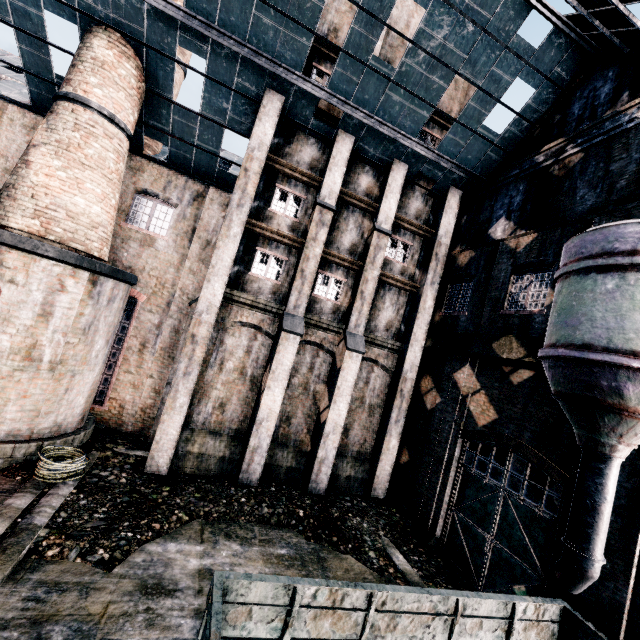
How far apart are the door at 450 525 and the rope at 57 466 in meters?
14.0 m

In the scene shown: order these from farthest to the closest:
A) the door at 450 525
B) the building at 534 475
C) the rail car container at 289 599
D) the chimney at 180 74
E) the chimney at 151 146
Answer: the chimney at 180 74 < the chimney at 151 146 < the building at 534 475 < the door at 450 525 < the rail car container at 289 599

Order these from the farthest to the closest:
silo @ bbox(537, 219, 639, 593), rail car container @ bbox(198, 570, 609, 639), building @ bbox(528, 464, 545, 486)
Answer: building @ bbox(528, 464, 545, 486)
rail car container @ bbox(198, 570, 609, 639)
silo @ bbox(537, 219, 639, 593)

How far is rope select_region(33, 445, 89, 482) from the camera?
10.3m

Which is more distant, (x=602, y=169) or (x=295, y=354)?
(x=295, y=354)

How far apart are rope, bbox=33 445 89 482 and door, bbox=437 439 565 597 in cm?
1397

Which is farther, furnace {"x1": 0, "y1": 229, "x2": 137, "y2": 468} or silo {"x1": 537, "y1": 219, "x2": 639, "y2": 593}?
furnace {"x1": 0, "y1": 229, "x2": 137, "y2": 468}

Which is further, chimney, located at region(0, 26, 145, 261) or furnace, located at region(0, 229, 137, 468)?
chimney, located at region(0, 26, 145, 261)
